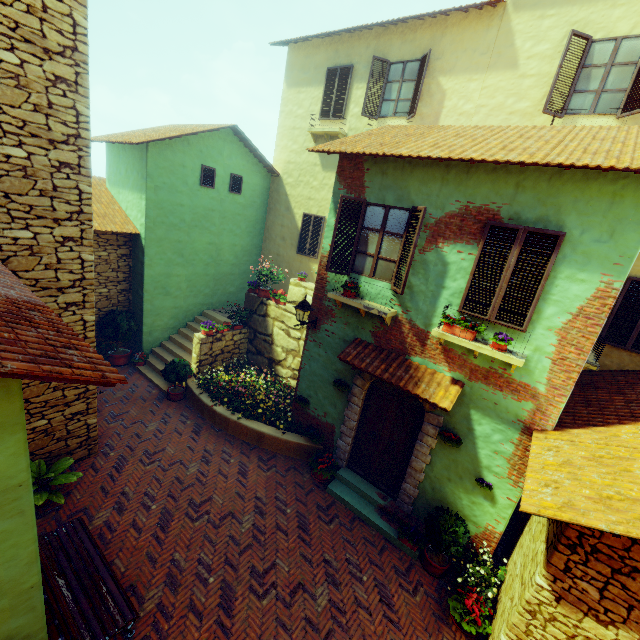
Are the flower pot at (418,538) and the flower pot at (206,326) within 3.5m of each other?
no

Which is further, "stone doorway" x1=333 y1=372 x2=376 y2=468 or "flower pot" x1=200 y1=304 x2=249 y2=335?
"flower pot" x1=200 y1=304 x2=249 y2=335

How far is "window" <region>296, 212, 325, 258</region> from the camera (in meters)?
12.56

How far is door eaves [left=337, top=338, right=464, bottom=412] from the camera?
5.99m

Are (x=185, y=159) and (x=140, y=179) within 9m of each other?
yes

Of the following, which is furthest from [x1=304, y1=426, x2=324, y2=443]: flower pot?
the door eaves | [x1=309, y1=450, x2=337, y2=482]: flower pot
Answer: the door eaves

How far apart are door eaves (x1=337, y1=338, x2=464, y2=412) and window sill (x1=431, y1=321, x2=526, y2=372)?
0.6 meters

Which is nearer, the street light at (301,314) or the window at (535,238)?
the window at (535,238)
